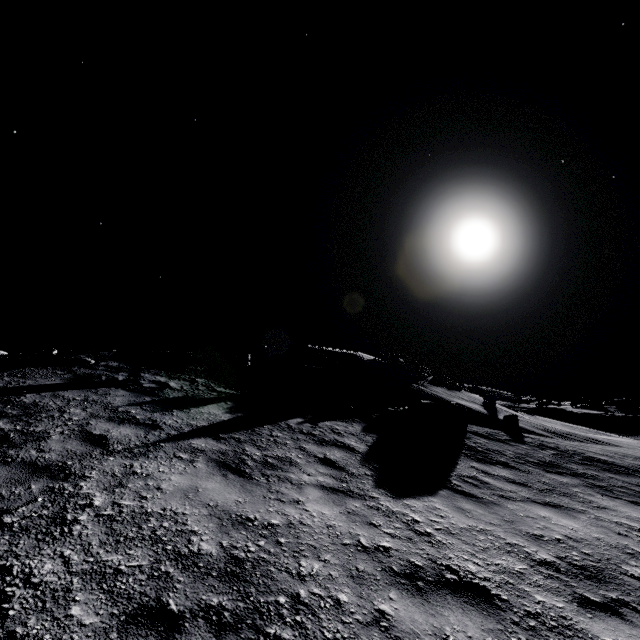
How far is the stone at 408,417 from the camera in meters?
10.8

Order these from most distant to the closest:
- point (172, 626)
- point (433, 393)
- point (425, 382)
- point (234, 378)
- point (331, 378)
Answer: point (425, 382), point (433, 393), point (331, 378), point (234, 378), point (172, 626)

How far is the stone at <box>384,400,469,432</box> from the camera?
10.8 meters
